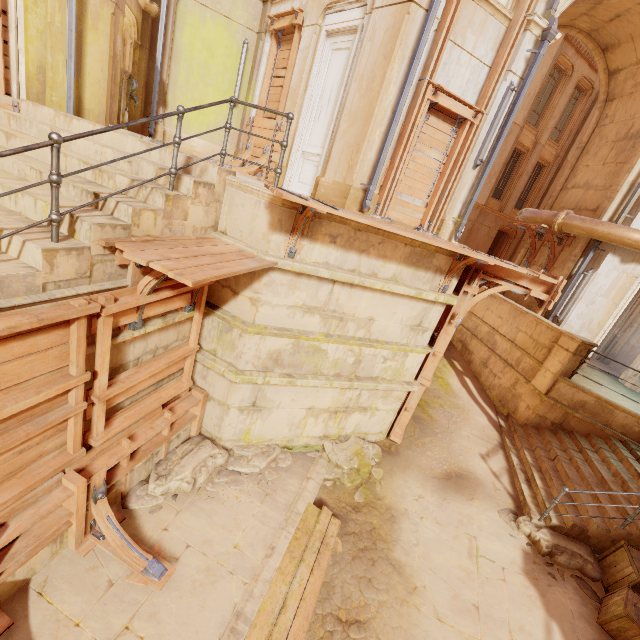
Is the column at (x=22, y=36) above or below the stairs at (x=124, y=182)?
above

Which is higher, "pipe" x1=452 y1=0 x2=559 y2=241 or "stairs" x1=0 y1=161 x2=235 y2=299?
"pipe" x1=452 y1=0 x2=559 y2=241

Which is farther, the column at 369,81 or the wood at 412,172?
the wood at 412,172

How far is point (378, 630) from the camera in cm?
481

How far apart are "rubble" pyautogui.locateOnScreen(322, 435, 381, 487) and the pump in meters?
9.1

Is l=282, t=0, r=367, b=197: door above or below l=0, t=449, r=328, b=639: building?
above

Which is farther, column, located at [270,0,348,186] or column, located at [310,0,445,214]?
column, located at [270,0,348,186]

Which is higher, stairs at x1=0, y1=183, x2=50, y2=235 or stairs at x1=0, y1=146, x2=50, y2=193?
stairs at x1=0, y1=146, x2=50, y2=193
